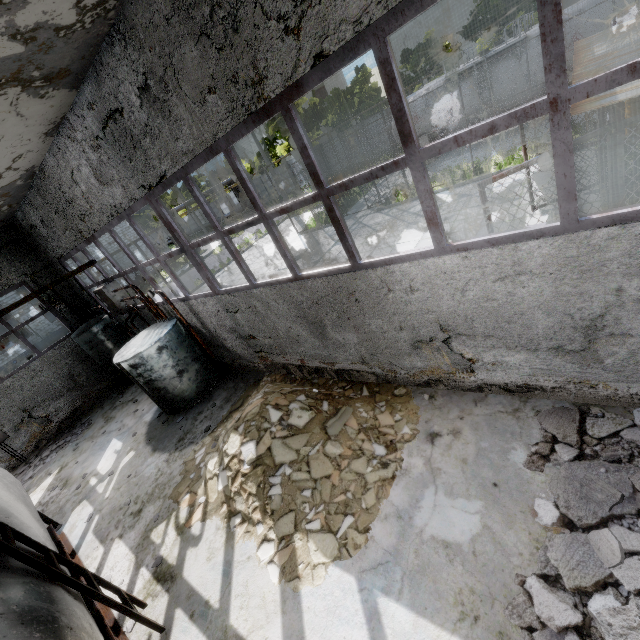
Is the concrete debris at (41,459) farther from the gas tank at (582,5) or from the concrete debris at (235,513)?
A: the gas tank at (582,5)

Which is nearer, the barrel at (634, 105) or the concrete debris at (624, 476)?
the concrete debris at (624, 476)

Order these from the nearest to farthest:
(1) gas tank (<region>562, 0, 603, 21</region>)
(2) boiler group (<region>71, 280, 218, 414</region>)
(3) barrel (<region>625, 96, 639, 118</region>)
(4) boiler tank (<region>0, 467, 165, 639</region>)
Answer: (4) boiler tank (<region>0, 467, 165, 639</region>) < (3) barrel (<region>625, 96, 639, 118</region>) < (2) boiler group (<region>71, 280, 218, 414</region>) < (1) gas tank (<region>562, 0, 603, 21</region>)

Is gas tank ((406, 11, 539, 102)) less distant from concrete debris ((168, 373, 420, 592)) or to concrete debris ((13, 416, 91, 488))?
concrete debris ((168, 373, 420, 592))

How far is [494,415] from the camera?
4.9 meters

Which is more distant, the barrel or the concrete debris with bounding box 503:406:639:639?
the barrel

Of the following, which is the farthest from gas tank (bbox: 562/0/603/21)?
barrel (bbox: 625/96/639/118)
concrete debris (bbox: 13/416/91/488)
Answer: concrete debris (bbox: 13/416/91/488)

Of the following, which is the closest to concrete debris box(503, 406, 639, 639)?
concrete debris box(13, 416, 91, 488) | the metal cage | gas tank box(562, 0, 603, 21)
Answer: the metal cage
